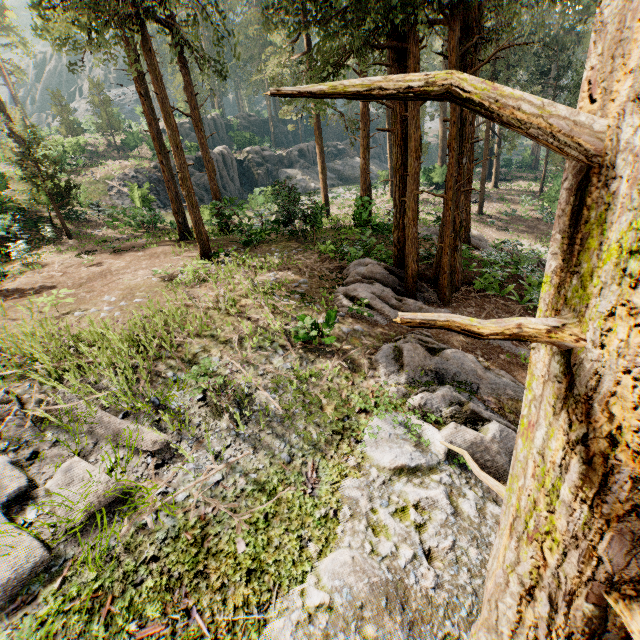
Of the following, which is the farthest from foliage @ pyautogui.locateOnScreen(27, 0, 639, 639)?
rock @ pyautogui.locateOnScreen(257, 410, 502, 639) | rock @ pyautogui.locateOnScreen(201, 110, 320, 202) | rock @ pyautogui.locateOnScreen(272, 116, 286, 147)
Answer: rock @ pyautogui.locateOnScreen(201, 110, 320, 202)

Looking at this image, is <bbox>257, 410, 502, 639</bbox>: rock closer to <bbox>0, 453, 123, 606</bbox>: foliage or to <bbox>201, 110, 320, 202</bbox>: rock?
<bbox>0, 453, 123, 606</bbox>: foliage

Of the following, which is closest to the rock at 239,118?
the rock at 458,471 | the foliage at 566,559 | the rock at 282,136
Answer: the rock at 282,136

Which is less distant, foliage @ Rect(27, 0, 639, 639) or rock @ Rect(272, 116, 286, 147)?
foliage @ Rect(27, 0, 639, 639)

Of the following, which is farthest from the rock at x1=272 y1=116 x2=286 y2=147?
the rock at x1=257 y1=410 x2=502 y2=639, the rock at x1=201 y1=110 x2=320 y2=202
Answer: the rock at x1=257 y1=410 x2=502 y2=639

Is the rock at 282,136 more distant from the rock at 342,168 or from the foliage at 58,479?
the rock at 342,168

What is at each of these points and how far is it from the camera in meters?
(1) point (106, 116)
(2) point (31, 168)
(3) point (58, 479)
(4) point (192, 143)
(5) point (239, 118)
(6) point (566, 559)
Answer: (1) foliage, 42.5 m
(2) foliage, 18.4 m
(3) foliage, 4.9 m
(4) rock, 38.6 m
(5) rock, 54.2 m
(6) foliage, 1.6 m

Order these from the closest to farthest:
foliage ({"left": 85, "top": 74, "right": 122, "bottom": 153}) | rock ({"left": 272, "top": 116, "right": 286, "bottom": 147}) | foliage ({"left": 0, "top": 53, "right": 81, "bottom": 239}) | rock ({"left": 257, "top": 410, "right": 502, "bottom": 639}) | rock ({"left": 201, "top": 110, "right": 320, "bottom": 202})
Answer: rock ({"left": 257, "top": 410, "right": 502, "bottom": 639}) → foliage ({"left": 0, "top": 53, "right": 81, "bottom": 239}) → rock ({"left": 201, "top": 110, "right": 320, "bottom": 202}) → foliage ({"left": 85, "top": 74, "right": 122, "bottom": 153}) → rock ({"left": 272, "top": 116, "right": 286, "bottom": 147})
